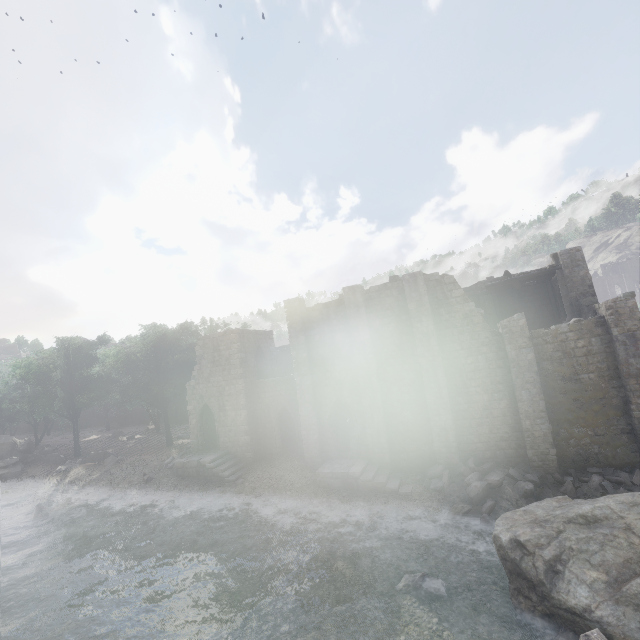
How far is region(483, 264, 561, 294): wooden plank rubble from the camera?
22.5 meters

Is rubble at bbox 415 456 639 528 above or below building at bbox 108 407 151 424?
below

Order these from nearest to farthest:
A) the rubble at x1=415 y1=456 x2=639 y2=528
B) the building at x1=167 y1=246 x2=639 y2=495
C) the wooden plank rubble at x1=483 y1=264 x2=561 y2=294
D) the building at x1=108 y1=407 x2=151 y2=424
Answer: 1. the rubble at x1=415 y1=456 x2=639 y2=528
2. the building at x1=167 y1=246 x2=639 y2=495
3. the wooden plank rubble at x1=483 y1=264 x2=561 y2=294
4. the building at x1=108 y1=407 x2=151 y2=424

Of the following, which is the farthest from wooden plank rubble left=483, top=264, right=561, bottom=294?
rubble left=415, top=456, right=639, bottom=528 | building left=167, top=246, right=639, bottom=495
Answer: rubble left=415, top=456, right=639, bottom=528

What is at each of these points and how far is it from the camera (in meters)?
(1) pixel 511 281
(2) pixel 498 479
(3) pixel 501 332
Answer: (1) wooden plank rubble, 24.11
(2) rubble, 17.14
(3) building, 19.48

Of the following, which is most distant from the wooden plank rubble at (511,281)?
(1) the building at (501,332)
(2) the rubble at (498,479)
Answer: (2) the rubble at (498,479)

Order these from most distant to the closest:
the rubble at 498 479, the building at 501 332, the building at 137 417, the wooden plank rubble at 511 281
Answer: the building at 137 417, the wooden plank rubble at 511 281, the building at 501 332, the rubble at 498 479
